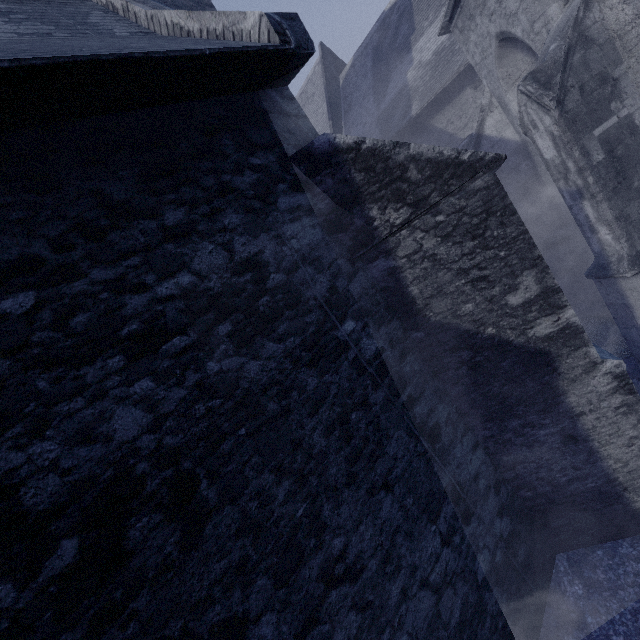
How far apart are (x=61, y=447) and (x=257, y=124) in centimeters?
331cm
